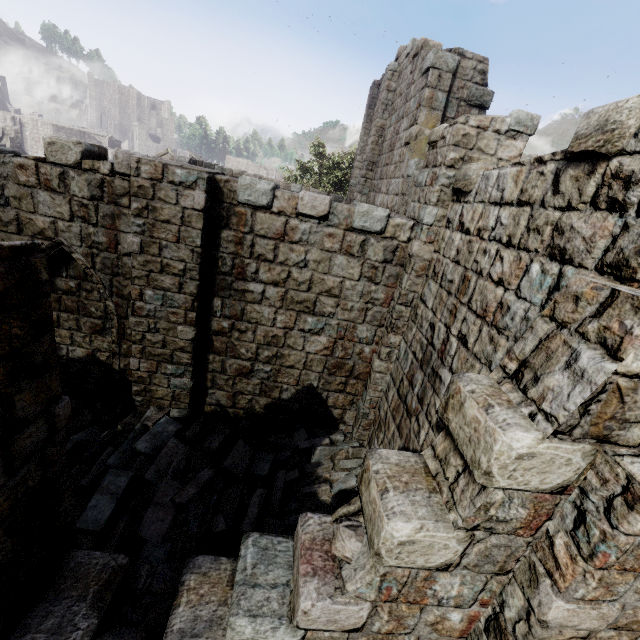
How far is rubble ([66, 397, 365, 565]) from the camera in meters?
5.2

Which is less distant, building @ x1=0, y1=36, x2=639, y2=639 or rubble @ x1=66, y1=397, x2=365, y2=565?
building @ x1=0, y1=36, x2=639, y2=639

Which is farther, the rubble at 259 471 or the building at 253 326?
the rubble at 259 471

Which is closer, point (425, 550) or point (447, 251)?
point (425, 550)

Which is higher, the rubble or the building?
Answer: the building

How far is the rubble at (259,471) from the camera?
5.18m
